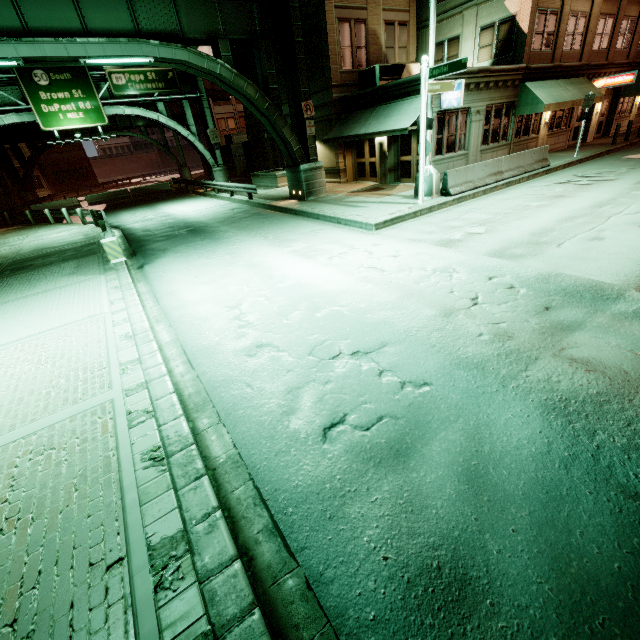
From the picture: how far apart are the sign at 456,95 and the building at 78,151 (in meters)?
65.90

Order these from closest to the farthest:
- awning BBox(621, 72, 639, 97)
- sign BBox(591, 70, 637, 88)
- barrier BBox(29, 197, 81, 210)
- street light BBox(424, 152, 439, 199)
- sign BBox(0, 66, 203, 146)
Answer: street light BBox(424, 152, 439, 199)
sign BBox(591, 70, 637, 88)
sign BBox(0, 66, 203, 146)
awning BBox(621, 72, 639, 97)
barrier BBox(29, 197, 81, 210)

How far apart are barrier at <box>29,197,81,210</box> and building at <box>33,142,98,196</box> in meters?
32.5 m

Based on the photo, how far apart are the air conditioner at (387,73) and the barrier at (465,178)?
7.82m

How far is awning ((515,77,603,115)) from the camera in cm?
1725

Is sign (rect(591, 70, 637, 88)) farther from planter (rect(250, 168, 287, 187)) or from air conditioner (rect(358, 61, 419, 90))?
planter (rect(250, 168, 287, 187))

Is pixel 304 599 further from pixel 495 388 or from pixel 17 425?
pixel 17 425

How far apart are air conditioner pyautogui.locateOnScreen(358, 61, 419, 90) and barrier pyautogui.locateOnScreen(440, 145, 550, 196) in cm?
782
